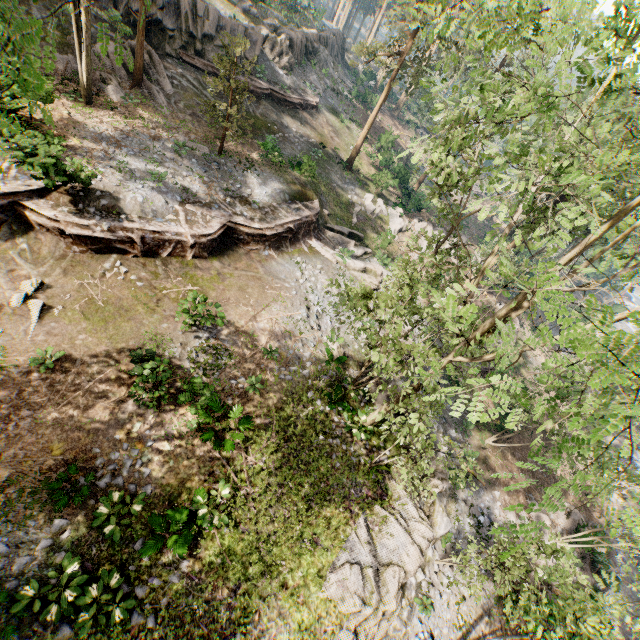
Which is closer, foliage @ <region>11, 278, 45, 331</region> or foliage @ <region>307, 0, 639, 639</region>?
foliage @ <region>307, 0, 639, 639</region>

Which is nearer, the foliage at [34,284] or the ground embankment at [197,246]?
the foliage at [34,284]

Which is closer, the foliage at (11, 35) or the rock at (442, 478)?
the foliage at (11, 35)

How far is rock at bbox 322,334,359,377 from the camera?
18.3m

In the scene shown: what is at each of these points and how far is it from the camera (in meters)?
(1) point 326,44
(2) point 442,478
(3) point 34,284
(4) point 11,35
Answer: (1) rock, 41.38
(2) rock, 16.22
(3) foliage, 12.47
(4) foliage, 3.20

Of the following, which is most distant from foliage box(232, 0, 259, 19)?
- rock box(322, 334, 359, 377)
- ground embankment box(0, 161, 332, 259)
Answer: rock box(322, 334, 359, 377)

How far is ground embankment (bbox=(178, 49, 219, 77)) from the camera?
24.5m

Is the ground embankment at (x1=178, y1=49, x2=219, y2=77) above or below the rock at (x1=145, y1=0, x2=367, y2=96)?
below
